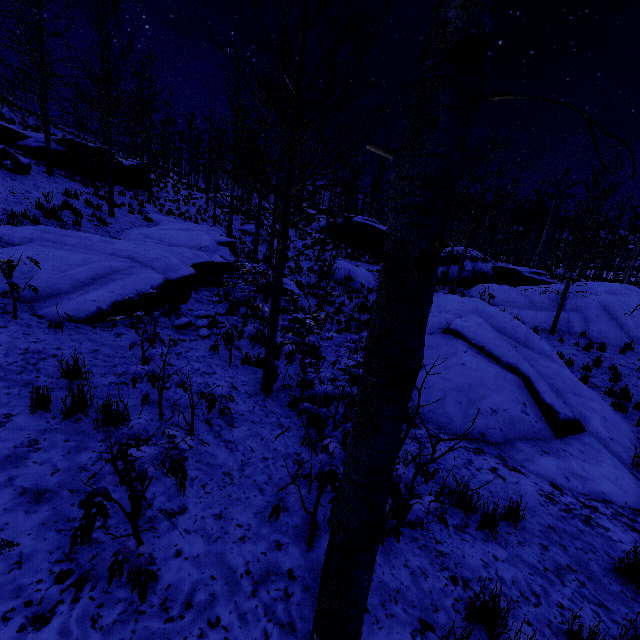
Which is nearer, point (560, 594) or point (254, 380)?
point (560, 594)

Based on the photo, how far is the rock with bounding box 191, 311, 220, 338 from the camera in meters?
7.1 m

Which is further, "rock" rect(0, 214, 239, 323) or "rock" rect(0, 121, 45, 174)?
Answer: "rock" rect(0, 121, 45, 174)

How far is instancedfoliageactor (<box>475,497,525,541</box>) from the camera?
3.5 meters

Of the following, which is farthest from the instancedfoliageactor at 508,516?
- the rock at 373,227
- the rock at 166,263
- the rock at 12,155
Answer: the rock at 373,227

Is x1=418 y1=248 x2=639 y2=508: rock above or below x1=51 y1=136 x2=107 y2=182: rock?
below

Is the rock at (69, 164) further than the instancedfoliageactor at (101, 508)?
Yes

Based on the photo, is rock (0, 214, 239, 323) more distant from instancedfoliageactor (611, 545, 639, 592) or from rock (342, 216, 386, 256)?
rock (342, 216, 386, 256)
